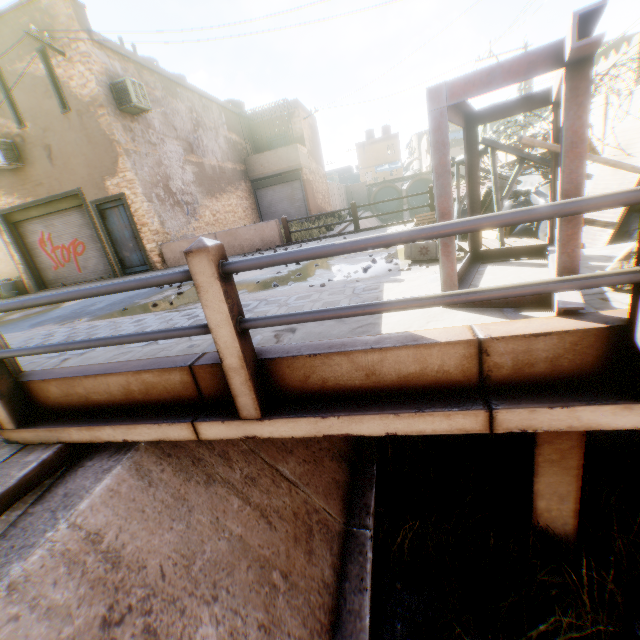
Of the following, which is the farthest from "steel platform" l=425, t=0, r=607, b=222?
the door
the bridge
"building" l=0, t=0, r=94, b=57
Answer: the door

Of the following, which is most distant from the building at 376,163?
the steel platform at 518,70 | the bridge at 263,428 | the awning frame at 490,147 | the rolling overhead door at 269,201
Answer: the awning frame at 490,147

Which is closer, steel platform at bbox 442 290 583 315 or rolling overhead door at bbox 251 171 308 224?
steel platform at bbox 442 290 583 315

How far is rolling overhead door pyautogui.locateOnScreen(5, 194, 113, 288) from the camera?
12.5 meters

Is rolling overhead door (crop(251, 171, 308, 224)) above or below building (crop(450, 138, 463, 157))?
below

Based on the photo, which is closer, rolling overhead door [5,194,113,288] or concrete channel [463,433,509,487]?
concrete channel [463,433,509,487]

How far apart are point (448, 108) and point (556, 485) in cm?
366

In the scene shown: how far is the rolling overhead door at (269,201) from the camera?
20.4 meters
